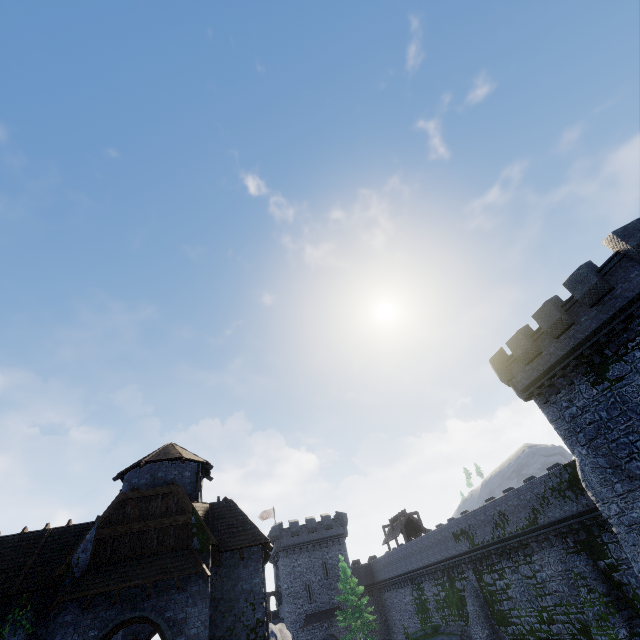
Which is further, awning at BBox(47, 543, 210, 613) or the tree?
the tree

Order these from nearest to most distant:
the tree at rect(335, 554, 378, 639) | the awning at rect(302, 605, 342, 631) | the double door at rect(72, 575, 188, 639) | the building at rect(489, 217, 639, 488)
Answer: the double door at rect(72, 575, 188, 639) → the building at rect(489, 217, 639, 488) → the tree at rect(335, 554, 378, 639) → the awning at rect(302, 605, 342, 631)

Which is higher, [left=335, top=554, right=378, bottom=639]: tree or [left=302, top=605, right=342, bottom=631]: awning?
[left=302, top=605, right=342, bottom=631]: awning

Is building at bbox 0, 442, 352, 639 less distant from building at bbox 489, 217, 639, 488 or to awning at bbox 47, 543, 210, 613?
awning at bbox 47, 543, 210, 613

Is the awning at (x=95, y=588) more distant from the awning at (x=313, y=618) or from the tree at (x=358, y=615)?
the awning at (x=313, y=618)

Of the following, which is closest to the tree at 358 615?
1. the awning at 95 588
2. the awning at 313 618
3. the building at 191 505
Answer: the awning at 313 618

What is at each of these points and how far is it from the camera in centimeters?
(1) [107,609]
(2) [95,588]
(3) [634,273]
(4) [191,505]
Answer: (1) double door, 1421cm
(2) awning, 1411cm
(3) building, 1483cm
(4) building, 1753cm

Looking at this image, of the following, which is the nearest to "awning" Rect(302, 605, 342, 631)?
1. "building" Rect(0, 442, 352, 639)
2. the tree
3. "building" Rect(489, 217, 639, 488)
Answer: the tree
